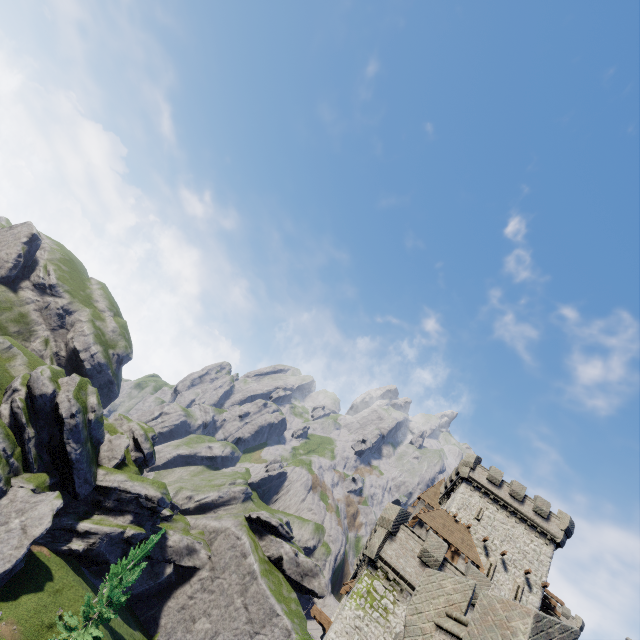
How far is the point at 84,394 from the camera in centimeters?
4716cm

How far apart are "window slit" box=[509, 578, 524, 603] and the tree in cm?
4128

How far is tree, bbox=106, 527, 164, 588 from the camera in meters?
40.1 m

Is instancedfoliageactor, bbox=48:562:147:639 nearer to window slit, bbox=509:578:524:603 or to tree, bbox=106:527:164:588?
tree, bbox=106:527:164:588

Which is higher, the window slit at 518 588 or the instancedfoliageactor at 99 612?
the window slit at 518 588

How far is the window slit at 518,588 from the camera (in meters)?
30.16

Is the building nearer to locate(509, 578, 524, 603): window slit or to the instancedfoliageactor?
locate(509, 578, 524, 603): window slit

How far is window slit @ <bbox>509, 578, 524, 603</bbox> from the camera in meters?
30.2 m
